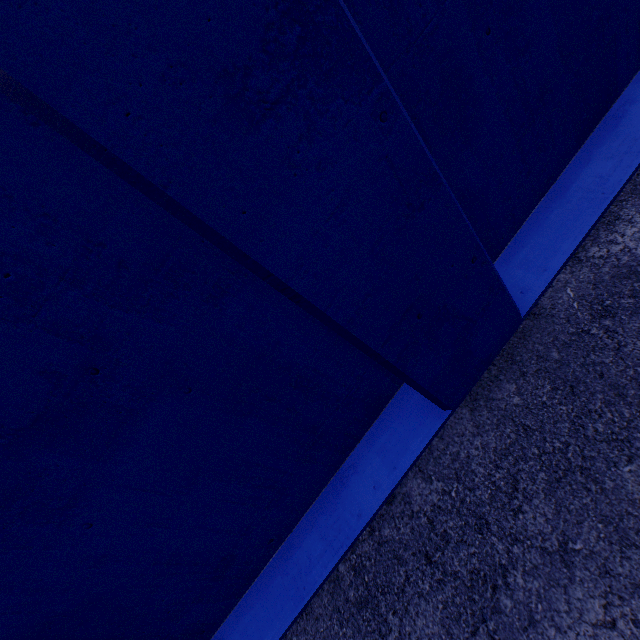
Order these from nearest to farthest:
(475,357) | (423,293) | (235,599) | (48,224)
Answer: (48,224) → (423,293) → (475,357) → (235,599)
